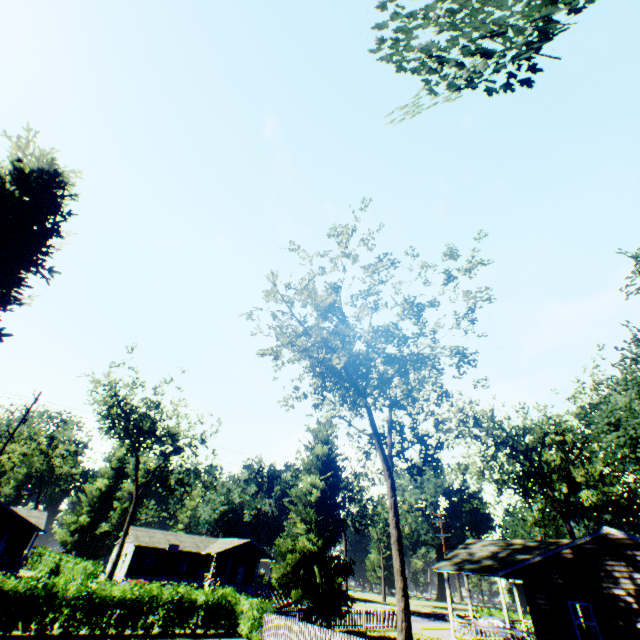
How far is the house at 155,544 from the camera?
44.9 meters

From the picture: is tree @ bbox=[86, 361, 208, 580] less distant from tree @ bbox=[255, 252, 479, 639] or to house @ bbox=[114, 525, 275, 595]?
house @ bbox=[114, 525, 275, 595]

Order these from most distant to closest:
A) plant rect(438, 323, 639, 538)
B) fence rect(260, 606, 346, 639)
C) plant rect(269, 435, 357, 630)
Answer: plant rect(269, 435, 357, 630)
plant rect(438, 323, 639, 538)
fence rect(260, 606, 346, 639)

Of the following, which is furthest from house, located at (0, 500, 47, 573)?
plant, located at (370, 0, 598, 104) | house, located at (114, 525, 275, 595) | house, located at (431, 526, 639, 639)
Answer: house, located at (431, 526, 639, 639)

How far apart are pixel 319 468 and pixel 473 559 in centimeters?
1367cm

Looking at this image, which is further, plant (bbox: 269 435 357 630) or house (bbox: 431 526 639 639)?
plant (bbox: 269 435 357 630)

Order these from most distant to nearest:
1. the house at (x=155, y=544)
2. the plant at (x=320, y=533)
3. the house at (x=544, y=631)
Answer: the house at (x=155, y=544)
the plant at (x=320, y=533)
the house at (x=544, y=631)

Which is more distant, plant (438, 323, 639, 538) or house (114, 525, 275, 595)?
house (114, 525, 275, 595)
